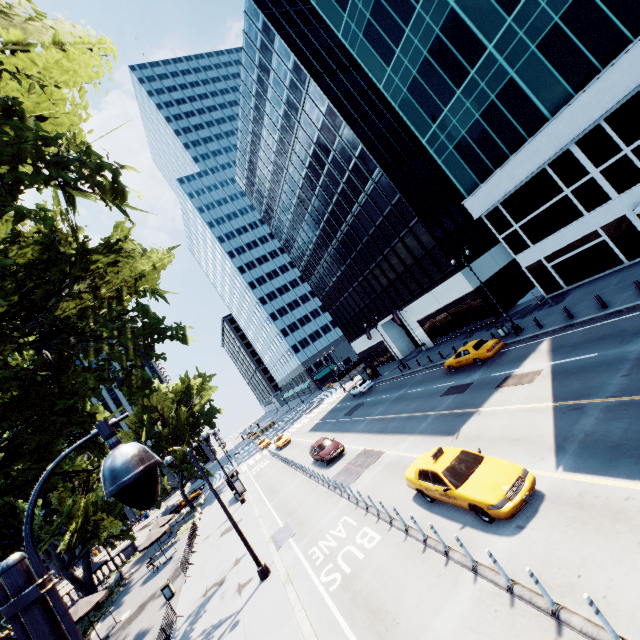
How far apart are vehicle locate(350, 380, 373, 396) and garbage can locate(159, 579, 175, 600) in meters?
26.6

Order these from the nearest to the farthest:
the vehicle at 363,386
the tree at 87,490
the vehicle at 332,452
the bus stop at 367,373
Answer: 1. the tree at 87,490
2. the vehicle at 332,452
3. the vehicle at 363,386
4. the bus stop at 367,373

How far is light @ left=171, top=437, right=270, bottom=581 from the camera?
14.8m

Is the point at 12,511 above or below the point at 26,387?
below

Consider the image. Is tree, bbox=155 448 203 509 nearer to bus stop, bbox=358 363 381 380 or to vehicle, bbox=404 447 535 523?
bus stop, bbox=358 363 381 380

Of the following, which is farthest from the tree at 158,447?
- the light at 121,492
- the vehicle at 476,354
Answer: the vehicle at 476,354

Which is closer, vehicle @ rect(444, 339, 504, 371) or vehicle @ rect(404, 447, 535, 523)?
vehicle @ rect(404, 447, 535, 523)

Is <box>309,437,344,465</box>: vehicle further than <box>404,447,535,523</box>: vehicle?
Yes
